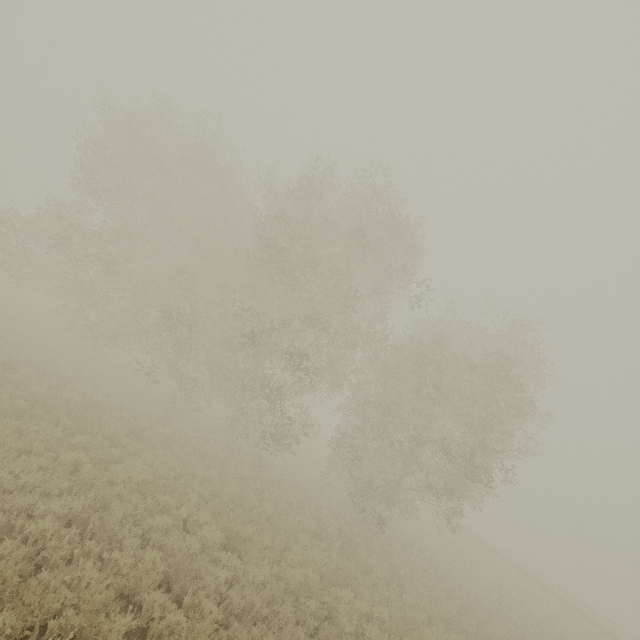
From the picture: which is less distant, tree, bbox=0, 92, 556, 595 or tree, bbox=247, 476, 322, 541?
tree, bbox=247, 476, 322, 541

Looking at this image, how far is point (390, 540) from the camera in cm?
1600

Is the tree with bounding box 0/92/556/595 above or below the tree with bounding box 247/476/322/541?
above

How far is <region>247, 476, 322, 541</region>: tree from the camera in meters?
11.6 m

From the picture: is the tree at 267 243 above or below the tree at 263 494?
above

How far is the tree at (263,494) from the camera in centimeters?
1165cm
